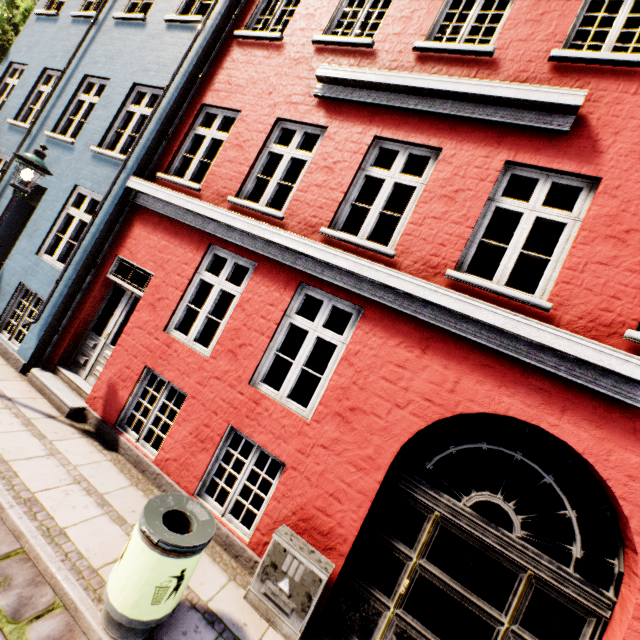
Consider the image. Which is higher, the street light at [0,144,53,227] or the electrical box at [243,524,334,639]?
the street light at [0,144,53,227]

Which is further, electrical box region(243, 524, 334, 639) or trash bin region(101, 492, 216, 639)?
electrical box region(243, 524, 334, 639)

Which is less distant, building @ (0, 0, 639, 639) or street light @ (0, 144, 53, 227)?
building @ (0, 0, 639, 639)

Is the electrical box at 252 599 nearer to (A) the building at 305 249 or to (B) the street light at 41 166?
(A) the building at 305 249

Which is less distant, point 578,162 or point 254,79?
point 578,162

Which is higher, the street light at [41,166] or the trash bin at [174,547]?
the street light at [41,166]

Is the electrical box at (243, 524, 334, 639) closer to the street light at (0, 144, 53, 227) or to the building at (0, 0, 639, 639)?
the building at (0, 0, 639, 639)

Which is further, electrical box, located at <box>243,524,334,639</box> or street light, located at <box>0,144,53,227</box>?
street light, located at <box>0,144,53,227</box>
